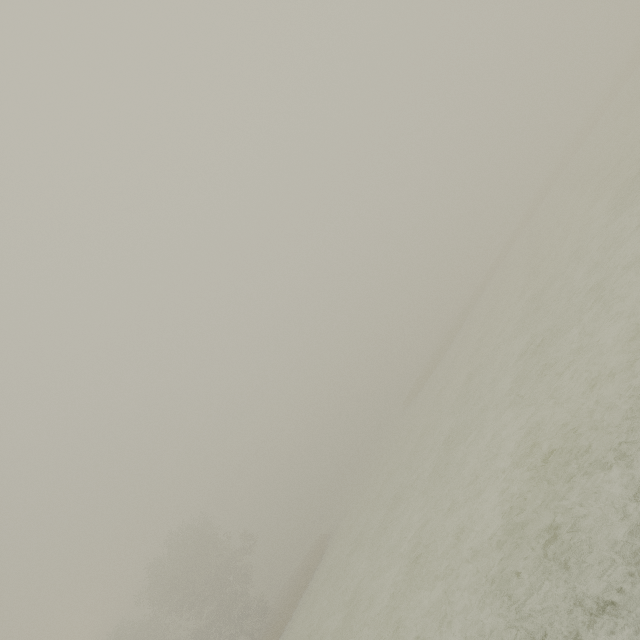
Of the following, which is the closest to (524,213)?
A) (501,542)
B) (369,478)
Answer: (369,478)
